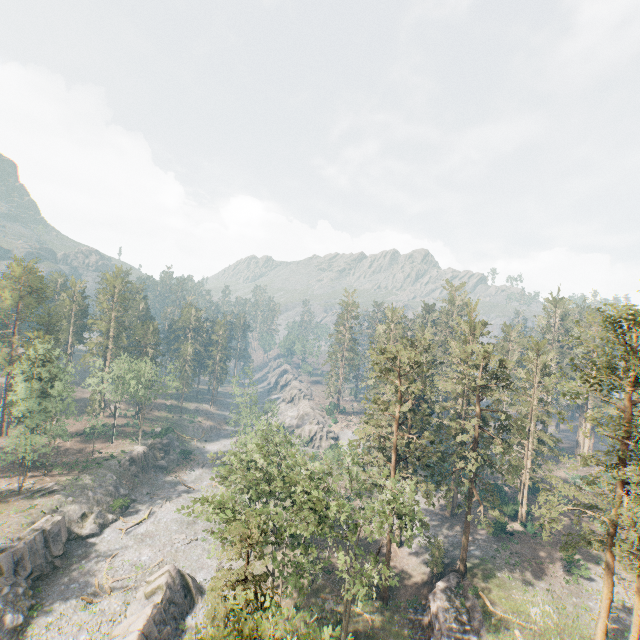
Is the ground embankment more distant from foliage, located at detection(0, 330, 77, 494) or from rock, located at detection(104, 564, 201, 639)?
foliage, located at detection(0, 330, 77, 494)

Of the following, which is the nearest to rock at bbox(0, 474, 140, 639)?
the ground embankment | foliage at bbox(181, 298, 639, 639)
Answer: foliage at bbox(181, 298, 639, 639)

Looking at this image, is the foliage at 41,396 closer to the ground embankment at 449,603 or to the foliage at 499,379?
the foliage at 499,379

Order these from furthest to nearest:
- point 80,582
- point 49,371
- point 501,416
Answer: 1. point 49,371
2. point 80,582
3. point 501,416

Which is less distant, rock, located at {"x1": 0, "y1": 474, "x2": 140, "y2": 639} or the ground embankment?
the ground embankment

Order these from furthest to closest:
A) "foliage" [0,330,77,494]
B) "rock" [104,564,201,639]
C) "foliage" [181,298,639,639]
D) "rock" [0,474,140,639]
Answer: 1. "foliage" [0,330,77,494]
2. "rock" [0,474,140,639]
3. "rock" [104,564,201,639]
4. "foliage" [181,298,639,639]

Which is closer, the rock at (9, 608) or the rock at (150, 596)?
the rock at (150, 596)

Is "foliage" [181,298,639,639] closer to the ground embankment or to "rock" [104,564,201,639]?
the ground embankment
